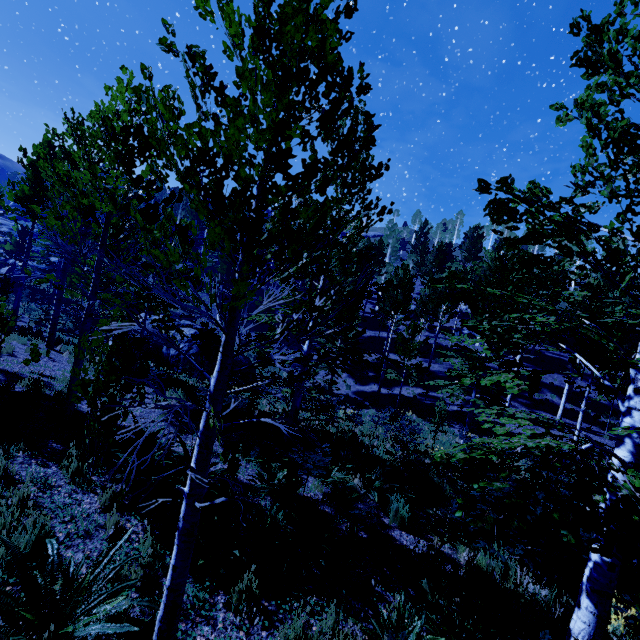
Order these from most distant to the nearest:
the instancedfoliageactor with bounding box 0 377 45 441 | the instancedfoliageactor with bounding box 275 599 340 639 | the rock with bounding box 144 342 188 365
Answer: the rock with bounding box 144 342 188 365 → the instancedfoliageactor with bounding box 0 377 45 441 → the instancedfoliageactor with bounding box 275 599 340 639

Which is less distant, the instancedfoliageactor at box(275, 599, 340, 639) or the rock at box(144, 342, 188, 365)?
the instancedfoliageactor at box(275, 599, 340, 639)

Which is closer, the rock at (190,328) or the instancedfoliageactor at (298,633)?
the instancedfoliageactor at (298,633)

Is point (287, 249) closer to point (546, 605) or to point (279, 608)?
point (279, 608)

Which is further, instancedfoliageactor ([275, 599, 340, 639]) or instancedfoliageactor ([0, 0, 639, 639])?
instancedfoliageactor ([275, 599, 340, 639])

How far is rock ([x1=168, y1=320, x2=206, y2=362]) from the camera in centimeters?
1852cm

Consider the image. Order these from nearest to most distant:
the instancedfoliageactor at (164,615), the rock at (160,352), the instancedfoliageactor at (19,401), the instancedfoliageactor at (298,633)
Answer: the instancedfoliageactor at (164,615), the instancedfoliageactor at (298,633), the instancedfoliageactor at (19,401), the rock at (160,352)
